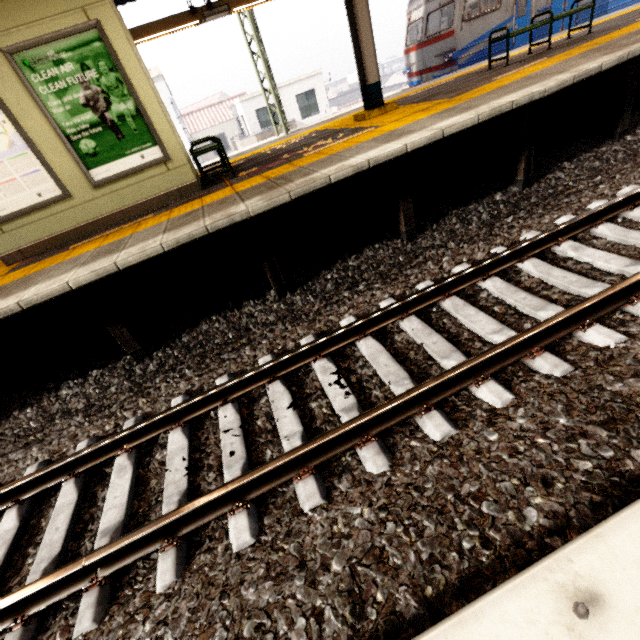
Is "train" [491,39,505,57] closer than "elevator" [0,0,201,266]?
No

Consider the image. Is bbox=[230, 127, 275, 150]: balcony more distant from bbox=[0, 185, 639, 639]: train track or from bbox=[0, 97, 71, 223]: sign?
bbox=[0, 185, 639, 639]: train track

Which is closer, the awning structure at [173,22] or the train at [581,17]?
the awning structure at [173,22]

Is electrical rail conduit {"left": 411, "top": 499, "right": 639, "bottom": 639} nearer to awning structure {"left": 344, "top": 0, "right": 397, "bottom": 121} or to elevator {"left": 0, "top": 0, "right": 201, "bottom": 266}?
awning structure {"left": 344, "top": 0, "right": 397, "bottom": 121}

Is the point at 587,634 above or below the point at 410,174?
below

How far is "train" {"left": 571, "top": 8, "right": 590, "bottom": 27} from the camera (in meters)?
10.93

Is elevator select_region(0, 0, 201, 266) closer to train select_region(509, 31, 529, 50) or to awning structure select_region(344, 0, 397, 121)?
awning structure select_region(344, 0, 397, 121)

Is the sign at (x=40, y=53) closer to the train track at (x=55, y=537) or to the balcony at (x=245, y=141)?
the train track at (x=55, y=537)
